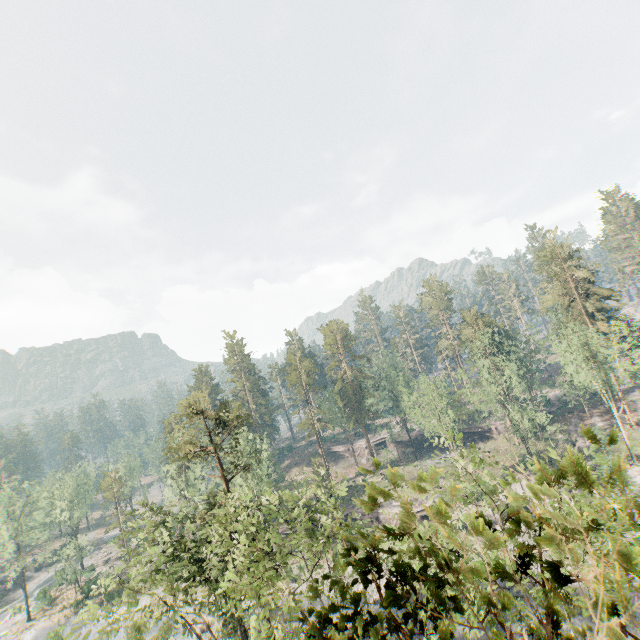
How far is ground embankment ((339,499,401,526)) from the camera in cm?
4822

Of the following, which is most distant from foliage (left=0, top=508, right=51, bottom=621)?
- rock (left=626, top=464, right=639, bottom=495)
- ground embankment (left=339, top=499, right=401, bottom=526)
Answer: rock (left=626, top=464, right=639, bottom=495)

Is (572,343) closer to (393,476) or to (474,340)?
(474,340)

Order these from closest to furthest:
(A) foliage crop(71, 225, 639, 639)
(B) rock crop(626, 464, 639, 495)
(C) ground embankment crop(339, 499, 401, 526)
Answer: (A) foliage crop(71, 225, 639, 639), (B) rock crop(626, 464, 639, 495), (C) ground embankment crop(339, 499, 401, 526)

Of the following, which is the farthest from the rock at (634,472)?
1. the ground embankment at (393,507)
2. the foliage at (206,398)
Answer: the foliage at (206,398)

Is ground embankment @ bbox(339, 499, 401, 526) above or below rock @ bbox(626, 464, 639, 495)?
below

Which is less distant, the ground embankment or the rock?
the rock

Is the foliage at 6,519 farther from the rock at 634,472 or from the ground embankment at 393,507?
the rock at 634,472
